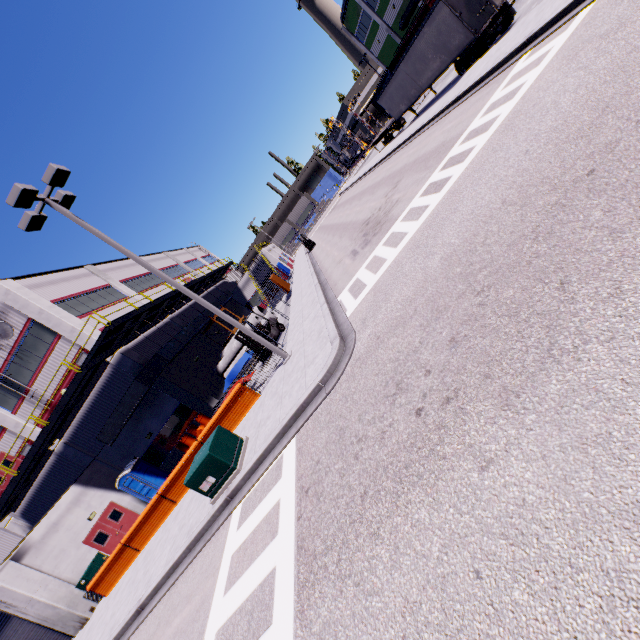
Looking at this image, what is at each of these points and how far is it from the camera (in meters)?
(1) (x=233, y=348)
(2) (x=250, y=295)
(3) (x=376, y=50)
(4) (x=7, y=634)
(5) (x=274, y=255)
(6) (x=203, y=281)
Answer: (1) concrete pipe, 24.95
(2) building, 44.19
(3) building, 50.44
(4) roll-up door, 16.25
(5) building, 46.31
(6) balcony, 36.19

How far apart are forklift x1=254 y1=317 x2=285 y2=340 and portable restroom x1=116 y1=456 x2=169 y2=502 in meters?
12.1

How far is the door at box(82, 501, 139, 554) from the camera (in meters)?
18.55

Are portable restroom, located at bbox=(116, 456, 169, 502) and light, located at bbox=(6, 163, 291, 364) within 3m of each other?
no

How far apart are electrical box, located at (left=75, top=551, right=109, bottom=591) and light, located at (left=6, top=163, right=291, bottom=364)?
15.4 meters

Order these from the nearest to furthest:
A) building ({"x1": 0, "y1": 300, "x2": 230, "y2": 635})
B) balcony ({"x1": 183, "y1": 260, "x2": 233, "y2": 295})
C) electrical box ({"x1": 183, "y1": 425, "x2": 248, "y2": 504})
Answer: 1. electrical box ({"x1": 183, "y1": 425, "x2": 248, "y2": 504})
2. building ({"x1": 0, "y1": 300, "x2": 230, "y2": 635})
3. balcony ({"x1": 183, "y1": 260, "x2": 233, "y2": 295})

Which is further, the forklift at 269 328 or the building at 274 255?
the building at 274 255

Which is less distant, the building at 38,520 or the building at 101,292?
the building at 38,520
